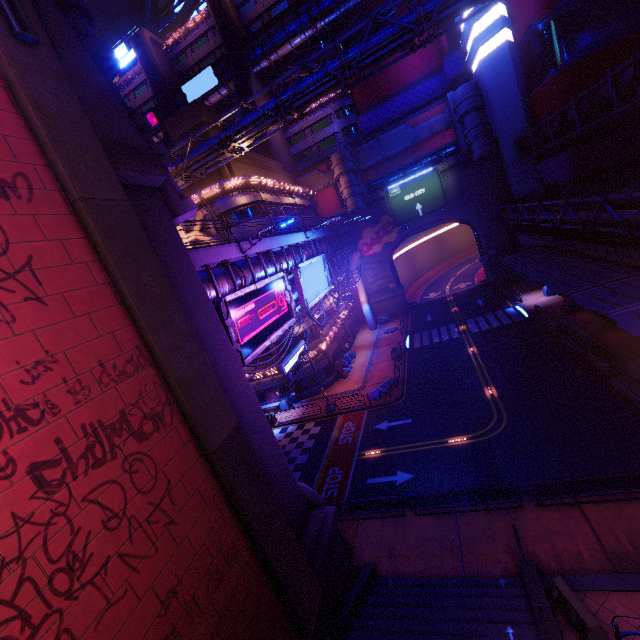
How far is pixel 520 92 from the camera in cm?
3641

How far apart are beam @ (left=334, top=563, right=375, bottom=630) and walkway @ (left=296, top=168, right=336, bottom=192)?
47.1m

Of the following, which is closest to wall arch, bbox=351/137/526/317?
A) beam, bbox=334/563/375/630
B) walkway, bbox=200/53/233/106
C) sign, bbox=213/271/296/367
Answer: walkway, bbox=200/53/233/106

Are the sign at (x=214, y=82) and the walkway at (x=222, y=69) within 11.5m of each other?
yes

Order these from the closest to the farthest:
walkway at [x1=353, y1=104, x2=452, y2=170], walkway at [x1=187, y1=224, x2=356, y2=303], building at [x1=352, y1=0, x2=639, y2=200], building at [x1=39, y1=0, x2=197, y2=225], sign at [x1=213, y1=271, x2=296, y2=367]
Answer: building at [x1=39, y1=0, x2=197, y2=225] < sign at [x1=213, y1=271, x2=296, y2=367] < walkway at [x1=187, y1=224, x2=356, y2=303] < building at [x1=352, y1=0, x2=639, y2=200] < walkway at [x1=353, y1=104, x2=452, y2=170]

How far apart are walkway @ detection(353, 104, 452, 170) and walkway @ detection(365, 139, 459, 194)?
1.5 meters

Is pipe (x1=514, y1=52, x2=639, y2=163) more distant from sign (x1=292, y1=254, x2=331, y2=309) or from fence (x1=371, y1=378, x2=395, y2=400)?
fence (x1=371, y1=378, x2=395, y2=400)

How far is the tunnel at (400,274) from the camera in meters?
46.9 m
